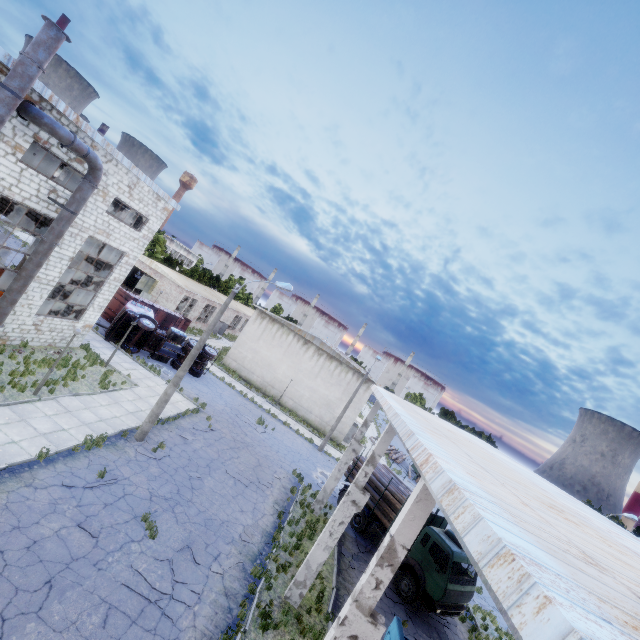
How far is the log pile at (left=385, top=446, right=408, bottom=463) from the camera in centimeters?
4375cm

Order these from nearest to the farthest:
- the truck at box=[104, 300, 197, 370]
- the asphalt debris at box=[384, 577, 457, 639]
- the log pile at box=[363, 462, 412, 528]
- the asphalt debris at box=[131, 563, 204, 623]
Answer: the asphalt debris at box=[131, 563, 204, 623] < the asphalt debris at box=[384, 577, 457, 639] < the log pile at box=[363, 462, 412, 528] < the truck at box=[104, 300, 197, 370]

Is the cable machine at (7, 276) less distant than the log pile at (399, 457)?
Yes

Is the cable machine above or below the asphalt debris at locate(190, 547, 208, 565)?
above

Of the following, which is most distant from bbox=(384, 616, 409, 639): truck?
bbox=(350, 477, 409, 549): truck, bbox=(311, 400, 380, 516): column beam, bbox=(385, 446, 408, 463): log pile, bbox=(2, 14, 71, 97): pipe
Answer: bbox=(385, 446, 408, 463): log pile

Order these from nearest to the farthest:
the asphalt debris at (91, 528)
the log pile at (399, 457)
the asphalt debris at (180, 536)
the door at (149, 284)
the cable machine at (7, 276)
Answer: the asphalt debris at (91, 528) < the asphalt debris at (180, 536) < the cable machine at (7, 276) < the door at (149, 284) < the log pile at (399, 457)

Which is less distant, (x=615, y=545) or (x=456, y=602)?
(x=615, y=545)

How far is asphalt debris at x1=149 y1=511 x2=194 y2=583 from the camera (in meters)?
10.40
